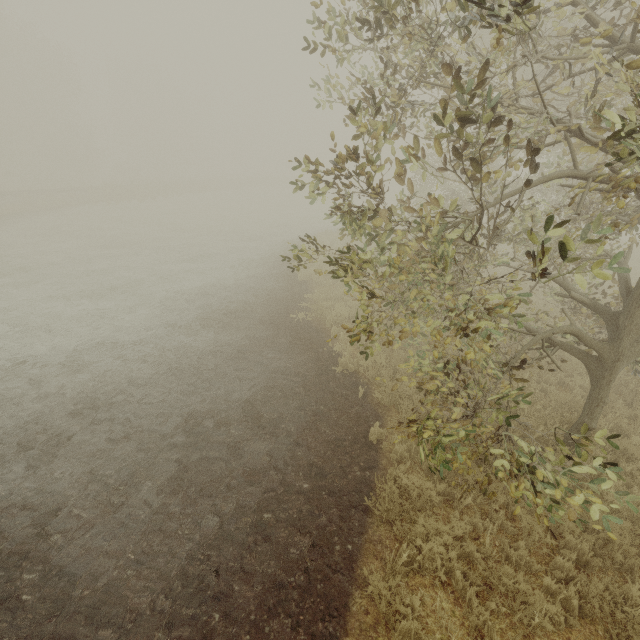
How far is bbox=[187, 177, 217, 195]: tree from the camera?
40.6 meters

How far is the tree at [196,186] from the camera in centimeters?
4056cm

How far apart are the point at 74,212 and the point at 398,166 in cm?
3066
